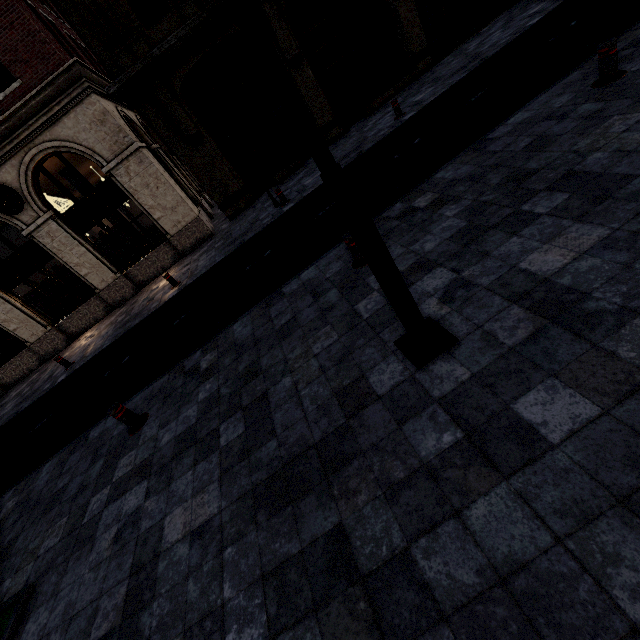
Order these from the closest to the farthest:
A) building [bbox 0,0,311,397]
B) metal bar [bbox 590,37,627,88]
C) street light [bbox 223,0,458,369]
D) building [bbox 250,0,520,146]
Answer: street light [bbox 223,0,458,369], metal bar [bbox 590,37,627,88], building [bbox 0,0,311,397], building [bbox 250,0,520,146]

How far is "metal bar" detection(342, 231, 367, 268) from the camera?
5.20m

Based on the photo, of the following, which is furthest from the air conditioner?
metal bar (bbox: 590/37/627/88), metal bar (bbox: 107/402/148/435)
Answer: metal bar (bbox: 590/37/627/88)

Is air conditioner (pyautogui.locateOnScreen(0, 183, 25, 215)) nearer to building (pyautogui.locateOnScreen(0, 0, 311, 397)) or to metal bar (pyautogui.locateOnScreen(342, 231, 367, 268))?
building (pyautogui.locateOnScreen(0, 0, 311, 397))

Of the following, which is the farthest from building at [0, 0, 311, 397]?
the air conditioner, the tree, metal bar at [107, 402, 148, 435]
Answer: the tree

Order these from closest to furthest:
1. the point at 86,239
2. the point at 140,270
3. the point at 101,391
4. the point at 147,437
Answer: the point at 147,437 → the point at 101,391 → the point at 86,239 → the point at 140,270

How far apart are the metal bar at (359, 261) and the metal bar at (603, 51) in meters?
4.5 m

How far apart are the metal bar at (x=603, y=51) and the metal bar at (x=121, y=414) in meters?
9.5
